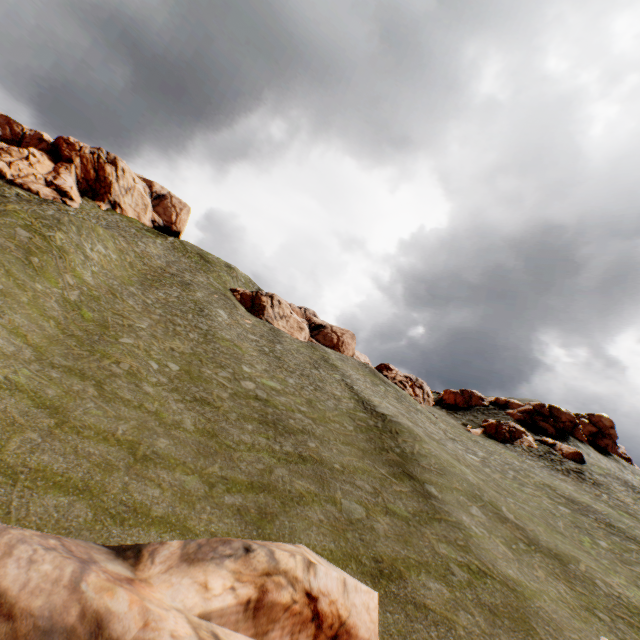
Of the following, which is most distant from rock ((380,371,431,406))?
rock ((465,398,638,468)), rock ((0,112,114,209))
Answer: rock ((0,112,114,209))

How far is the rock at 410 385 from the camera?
50.8 meters

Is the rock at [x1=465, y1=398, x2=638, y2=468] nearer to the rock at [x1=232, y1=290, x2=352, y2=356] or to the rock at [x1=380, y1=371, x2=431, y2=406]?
the rock at [x1=380, y1=371, x2=431, y2=406]

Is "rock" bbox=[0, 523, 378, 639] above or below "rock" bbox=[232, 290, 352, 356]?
below

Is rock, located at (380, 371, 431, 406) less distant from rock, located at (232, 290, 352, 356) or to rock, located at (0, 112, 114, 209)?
rock, located at (232, 290, 352, 356)

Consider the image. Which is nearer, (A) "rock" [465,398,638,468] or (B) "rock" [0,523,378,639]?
(B) "rock" [0,523,378,639]

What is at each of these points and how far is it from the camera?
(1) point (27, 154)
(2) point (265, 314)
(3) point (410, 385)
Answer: (1) rock, 51.19m
(2) rock, 54.19m
(3) rock, 58.19m

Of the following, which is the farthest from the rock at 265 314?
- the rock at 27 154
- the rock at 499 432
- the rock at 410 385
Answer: the rock at 27 154
